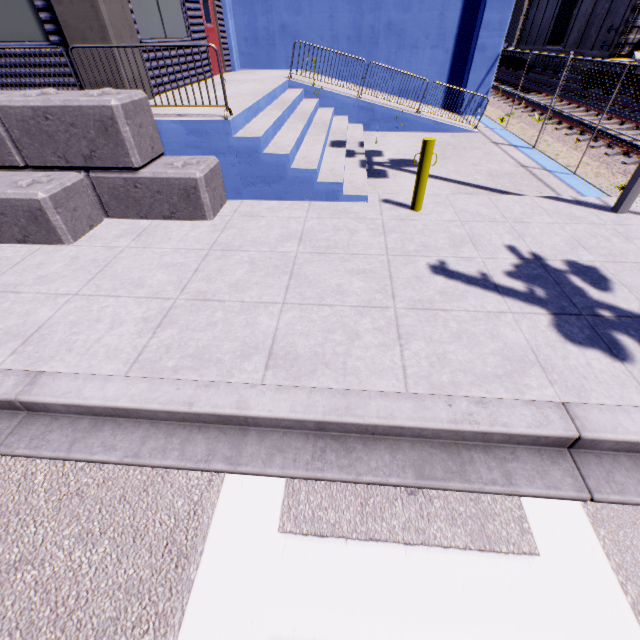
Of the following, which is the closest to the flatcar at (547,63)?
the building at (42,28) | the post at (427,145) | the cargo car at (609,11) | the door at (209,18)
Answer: the cargo car at (609,11)

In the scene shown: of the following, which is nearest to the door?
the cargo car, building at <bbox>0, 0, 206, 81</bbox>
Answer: building at <bbox>0, 0, 206, 81</bbox>

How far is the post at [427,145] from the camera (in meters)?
5.26

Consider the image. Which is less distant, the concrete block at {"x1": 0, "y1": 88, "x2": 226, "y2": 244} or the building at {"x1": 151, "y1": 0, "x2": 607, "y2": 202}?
the concrete block at {"x1": 0, "y1": 88, "x2": 226, "y2": 244}

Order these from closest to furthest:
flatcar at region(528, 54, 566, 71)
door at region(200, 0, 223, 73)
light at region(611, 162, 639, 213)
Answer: light at region(611, 162, 639, 213), door at region(200, 0, 223, 73), flatcar at region(528, 54, 566, 71)

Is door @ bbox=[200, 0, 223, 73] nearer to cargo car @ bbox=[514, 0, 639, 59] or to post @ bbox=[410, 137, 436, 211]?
post @ bbox=[410, 137, 436, 211]

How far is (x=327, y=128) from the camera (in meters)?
8.48

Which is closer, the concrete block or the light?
the concrete block
